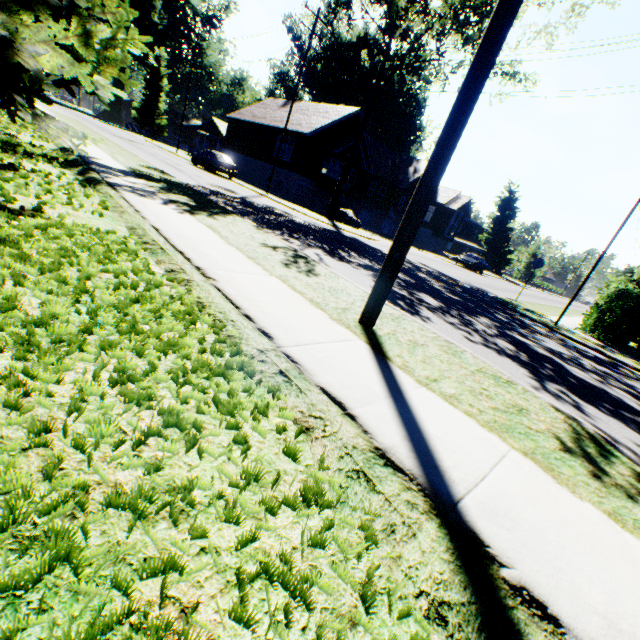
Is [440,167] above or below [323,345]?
above

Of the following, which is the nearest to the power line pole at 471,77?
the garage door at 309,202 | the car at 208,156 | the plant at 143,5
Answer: the car at 208,156

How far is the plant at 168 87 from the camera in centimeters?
5262cm

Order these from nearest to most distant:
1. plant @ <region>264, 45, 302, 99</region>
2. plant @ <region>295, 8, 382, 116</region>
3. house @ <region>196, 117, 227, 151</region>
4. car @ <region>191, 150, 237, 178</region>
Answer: car @ <region>191, 150, 237, 178</region>
plant @ <region>295, 8, 382, 116</region>
house @ <region>196, 117, 227, 151</region>
plant @ <region>264, 45, 302, 99</region>

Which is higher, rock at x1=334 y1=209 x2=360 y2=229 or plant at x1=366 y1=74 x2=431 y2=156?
plant at x1=366 y1=74 x2=431 y2=156

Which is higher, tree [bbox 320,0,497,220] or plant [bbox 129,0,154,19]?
plant [bbox 129,0,154,19]

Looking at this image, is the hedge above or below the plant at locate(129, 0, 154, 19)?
below

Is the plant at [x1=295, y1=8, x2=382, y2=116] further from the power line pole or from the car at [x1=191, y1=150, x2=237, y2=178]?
the power line pole
